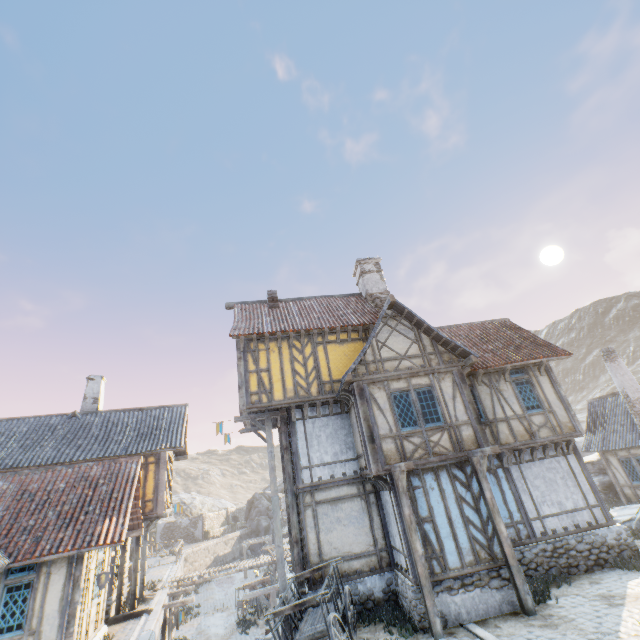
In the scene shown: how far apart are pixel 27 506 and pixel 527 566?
17.63m

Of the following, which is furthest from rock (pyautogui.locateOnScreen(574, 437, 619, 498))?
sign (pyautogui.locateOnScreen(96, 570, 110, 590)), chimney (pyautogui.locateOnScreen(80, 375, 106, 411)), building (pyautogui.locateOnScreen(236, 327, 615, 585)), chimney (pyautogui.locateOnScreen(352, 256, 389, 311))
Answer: chimney (pyautogui.locateOnScreen(80, 375, 106, 411))

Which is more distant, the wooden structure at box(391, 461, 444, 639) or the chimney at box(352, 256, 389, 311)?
the chimney at box(352, 256, 389, 311)

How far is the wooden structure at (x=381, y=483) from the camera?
10.4m

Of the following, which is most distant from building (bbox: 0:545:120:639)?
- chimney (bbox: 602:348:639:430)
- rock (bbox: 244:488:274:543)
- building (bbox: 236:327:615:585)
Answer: rock (bbox: 244:488:274:543)

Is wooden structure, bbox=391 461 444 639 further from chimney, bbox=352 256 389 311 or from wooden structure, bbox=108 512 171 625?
wooden structure, bbox=108 512 171 625

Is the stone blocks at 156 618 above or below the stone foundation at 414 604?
below

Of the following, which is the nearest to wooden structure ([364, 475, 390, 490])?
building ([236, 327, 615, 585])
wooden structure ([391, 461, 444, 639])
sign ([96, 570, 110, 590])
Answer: building ([236, 327, 615, 585])
